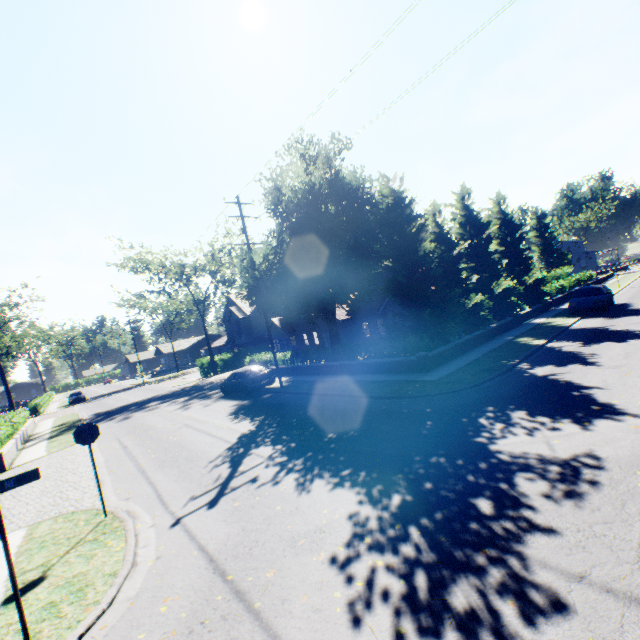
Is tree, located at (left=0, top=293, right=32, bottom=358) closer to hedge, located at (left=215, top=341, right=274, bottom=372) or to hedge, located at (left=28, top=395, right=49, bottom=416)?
hedge, located at (left=215, top=341, right=274, bottom=372)

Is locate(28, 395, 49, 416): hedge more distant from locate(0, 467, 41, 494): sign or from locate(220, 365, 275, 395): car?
locate(0, 467, 41, 494): sign

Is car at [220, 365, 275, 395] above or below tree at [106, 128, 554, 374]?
below

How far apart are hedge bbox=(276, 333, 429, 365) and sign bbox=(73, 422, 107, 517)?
13.04m

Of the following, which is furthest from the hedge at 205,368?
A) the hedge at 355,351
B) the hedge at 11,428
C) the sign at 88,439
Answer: the sign at 88,439

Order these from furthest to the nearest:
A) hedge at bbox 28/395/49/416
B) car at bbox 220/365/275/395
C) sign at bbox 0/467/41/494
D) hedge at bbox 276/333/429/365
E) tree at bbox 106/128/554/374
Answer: hedge at bbox 28/395/49/416 < car at bbox 220/365/275/395 < tree at bbox 106/128/554/374 < hedge at bbox 276/333/429/365 < sign at bbox 0/467/41/494

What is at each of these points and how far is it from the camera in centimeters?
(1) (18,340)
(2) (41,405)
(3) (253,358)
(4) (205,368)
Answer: (1) tree, 5591cm
(2) hedge, 4012cm
(3) hedge, 2916cm
(4) hedge, 4000cm

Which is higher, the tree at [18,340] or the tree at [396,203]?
the tree at [18,340]
